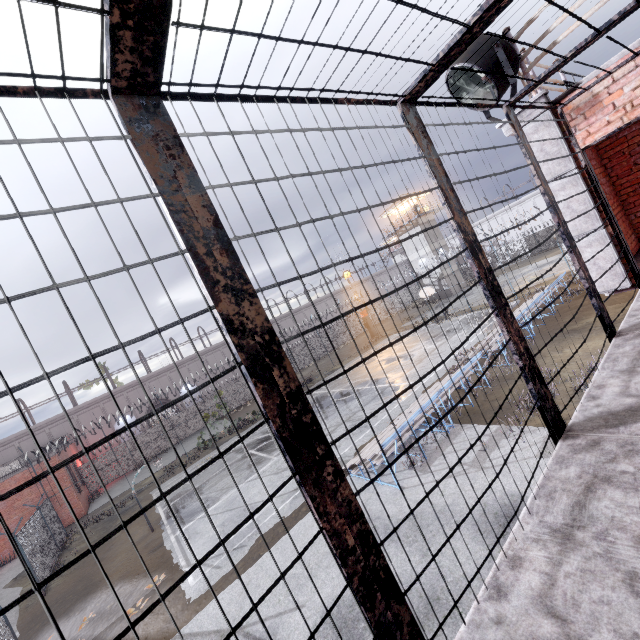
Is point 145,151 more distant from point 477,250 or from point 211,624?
point 211,624

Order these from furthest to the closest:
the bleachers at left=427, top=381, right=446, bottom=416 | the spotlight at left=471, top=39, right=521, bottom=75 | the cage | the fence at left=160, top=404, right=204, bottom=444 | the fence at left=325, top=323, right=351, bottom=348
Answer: the fence at left=325, top=323, right=351, bottom=348 < the fence at left=160, top=404, right=204, bottom=444 < the bleachers at left=427, top=381, right=446, bottom=416 < the spotlight at left=471, top=39, right=521, bottom=75 < the cage

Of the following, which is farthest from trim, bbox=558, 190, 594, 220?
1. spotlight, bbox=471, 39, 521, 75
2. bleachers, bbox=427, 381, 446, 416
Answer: bleachers, bbox=427, 381, 446, 416

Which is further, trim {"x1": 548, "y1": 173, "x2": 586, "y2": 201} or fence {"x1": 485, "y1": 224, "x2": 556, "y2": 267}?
fence {"x1": 485, "y1": 224, "x2": 556, "y2": 267}

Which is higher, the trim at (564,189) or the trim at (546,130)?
the trim at (546,130)

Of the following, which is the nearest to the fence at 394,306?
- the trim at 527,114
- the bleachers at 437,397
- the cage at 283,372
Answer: the trim at 527,114

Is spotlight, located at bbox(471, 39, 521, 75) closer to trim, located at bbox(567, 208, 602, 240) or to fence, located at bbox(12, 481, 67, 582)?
trim, located at bbox(567, 208, 602, 240)
